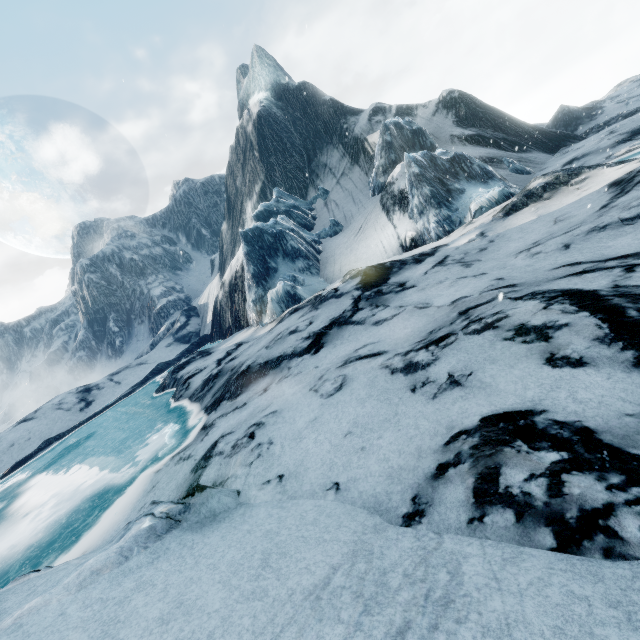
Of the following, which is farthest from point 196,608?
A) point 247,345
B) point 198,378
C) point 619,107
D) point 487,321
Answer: point 619,107
